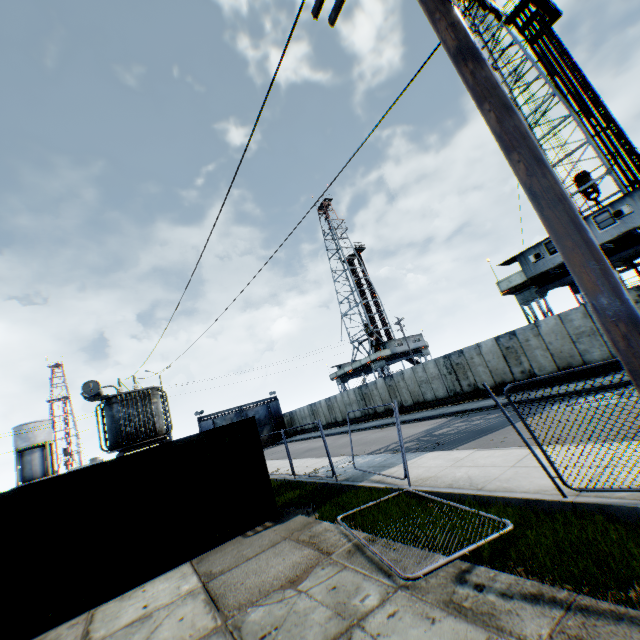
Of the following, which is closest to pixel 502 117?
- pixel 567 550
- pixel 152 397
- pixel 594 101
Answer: pixel 567 550

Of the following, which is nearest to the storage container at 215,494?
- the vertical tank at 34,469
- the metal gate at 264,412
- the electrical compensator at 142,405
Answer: the electrical compensator at 142,405

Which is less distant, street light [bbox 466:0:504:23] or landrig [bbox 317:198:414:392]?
street light [bbox 466:0:504:23]

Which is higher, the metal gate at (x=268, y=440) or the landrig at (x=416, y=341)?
the landrig at (x=416, y=341)

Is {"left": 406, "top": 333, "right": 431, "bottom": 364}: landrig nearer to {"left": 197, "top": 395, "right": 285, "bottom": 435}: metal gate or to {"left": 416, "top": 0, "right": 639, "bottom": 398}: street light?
{"left": 197, "top": 395, "right": 285, "bottom": 435}: metal gate

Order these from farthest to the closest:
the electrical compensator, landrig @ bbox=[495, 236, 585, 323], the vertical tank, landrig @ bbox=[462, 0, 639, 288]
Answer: the vertical tank → landrig @ bbox=[495, 236, 585, 323] → landrig @ bbox=[462, 0, 639, 288] → the electrical compensator

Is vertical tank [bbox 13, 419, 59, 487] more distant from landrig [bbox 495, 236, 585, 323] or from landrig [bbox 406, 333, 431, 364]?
landrig [bbox 495, 236, 585, 323]

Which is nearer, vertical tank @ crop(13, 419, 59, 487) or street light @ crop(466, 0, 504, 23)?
street light @ crop(466, 0, 504, 23)
